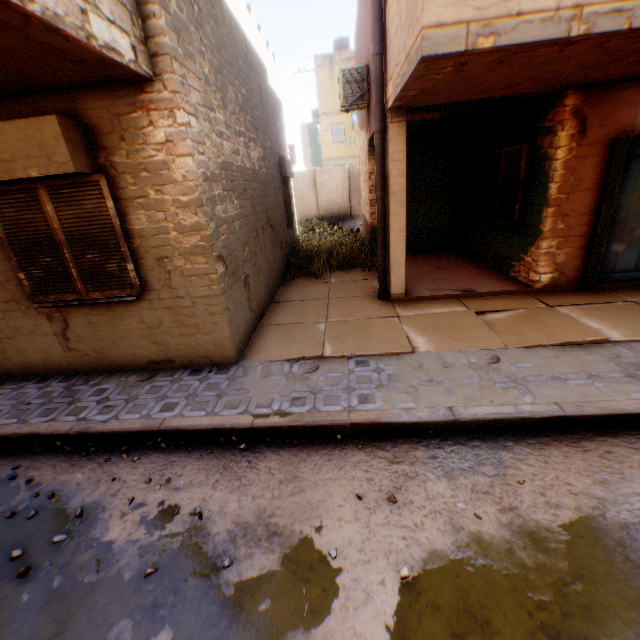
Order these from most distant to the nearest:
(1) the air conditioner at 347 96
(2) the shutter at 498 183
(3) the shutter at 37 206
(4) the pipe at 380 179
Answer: (1) the air conditioner at 347 96
(2) the shutter at 498 183
(4) the pipe at 380 179
(3) the shutter at 37 206

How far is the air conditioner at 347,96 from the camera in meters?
7.9 m

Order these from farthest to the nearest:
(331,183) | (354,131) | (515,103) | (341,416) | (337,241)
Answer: (354,131), (331,183), (337,241), (515,103), (341,416)

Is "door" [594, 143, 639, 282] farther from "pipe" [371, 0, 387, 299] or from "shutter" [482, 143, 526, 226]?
"pipe" [371, 0, 387, 299]

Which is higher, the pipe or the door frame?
the pipe

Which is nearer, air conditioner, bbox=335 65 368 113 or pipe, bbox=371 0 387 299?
pipe, bbox=371 0 387 299

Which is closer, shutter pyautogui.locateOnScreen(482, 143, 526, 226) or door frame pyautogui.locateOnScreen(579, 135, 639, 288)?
door frame pyautogui.locateOnScreen(579, 135, 639, 288)

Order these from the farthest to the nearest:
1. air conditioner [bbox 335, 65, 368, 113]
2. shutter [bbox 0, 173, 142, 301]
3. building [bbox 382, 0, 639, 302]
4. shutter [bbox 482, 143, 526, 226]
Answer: air conditioner [bbox 335, 65, 368, 113] < shutter [bbox 482, 143, 526, 226] < shutter [bbox 0, 173, 142, 301] < building [bbox 382, 0, 639, 302]
